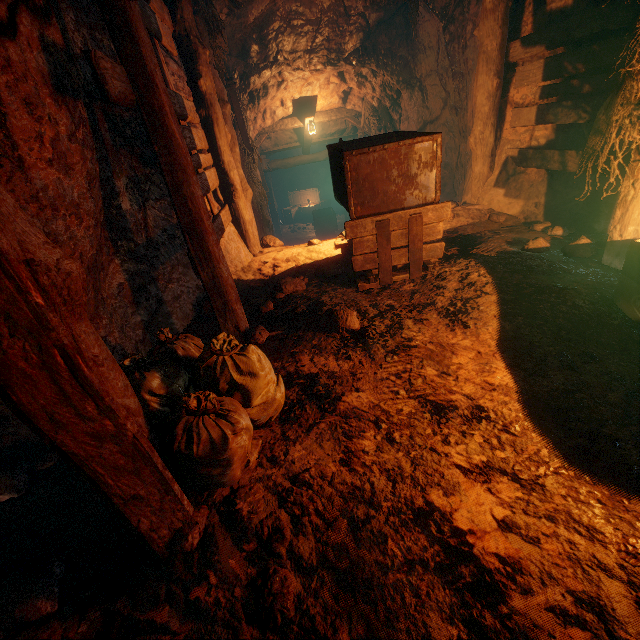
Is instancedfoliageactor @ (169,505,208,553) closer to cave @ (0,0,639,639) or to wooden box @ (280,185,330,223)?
cave @ (0,0,639,639)

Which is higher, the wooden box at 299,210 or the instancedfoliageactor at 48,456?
the instancedfoliageactor at 48,456

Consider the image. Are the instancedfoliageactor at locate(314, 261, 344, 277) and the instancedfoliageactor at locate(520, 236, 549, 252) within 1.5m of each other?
no

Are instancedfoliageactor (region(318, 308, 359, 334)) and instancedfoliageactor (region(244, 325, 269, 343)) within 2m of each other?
yes

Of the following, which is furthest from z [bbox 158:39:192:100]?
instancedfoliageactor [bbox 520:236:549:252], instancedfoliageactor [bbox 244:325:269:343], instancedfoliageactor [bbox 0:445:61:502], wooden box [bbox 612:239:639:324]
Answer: instancedfoliageactor [bbox 0:445:61:502]

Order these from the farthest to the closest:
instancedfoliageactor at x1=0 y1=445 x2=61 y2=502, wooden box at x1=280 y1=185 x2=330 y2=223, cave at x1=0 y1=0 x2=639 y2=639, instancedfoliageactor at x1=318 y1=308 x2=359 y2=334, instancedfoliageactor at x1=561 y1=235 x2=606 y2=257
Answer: wooden box at x1=280 y1=185 x2=330 y2=223
instancedfoliageactor at x1=561 y1=235 x2=606 y2=257
instancedfoliageactor at x1=318 y1=308 x2=359 y2=334
instancedfoliageactor at x1=0 y1=445 x2=61 y2=502
cave at x1=0 y1=0 x2=639 y2=639

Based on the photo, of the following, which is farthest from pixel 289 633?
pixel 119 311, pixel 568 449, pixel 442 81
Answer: pixel 442 81

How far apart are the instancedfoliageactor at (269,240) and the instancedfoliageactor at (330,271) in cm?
153
